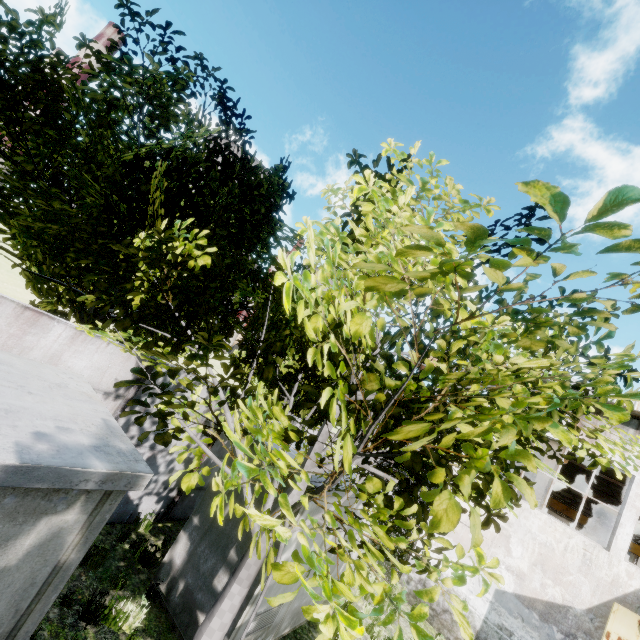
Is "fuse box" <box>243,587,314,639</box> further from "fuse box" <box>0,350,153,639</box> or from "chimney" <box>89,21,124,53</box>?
"chimney" <box>89,21,124,53</box>

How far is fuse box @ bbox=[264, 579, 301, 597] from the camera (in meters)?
5.81

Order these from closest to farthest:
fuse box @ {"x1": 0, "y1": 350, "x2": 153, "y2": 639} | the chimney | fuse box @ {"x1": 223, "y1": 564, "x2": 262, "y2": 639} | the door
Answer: fuse box @ {"x1": 0, "y1": 350, "x2": 153, "y2": 639} < fuse box @ {"x1": 223, "y1": 564, "x2": 262, "y2": 639} < the door < the chimney

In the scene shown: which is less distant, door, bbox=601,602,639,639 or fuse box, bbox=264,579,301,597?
fuse box, bbox=264,579,301,597

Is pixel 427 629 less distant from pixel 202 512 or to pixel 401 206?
pixel 202 512

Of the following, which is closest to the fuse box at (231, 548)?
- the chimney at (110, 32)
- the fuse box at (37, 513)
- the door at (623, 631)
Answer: the fuse box at (37, 513)

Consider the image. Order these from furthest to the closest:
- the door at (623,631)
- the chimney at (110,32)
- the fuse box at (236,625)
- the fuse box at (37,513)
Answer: the chimney at (110,32)
the door at (623,631)
the fuse box at (236,625)
the fuse box at (37,513)

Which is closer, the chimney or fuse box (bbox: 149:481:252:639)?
fuse box (bbox: 149:481:252:639)
